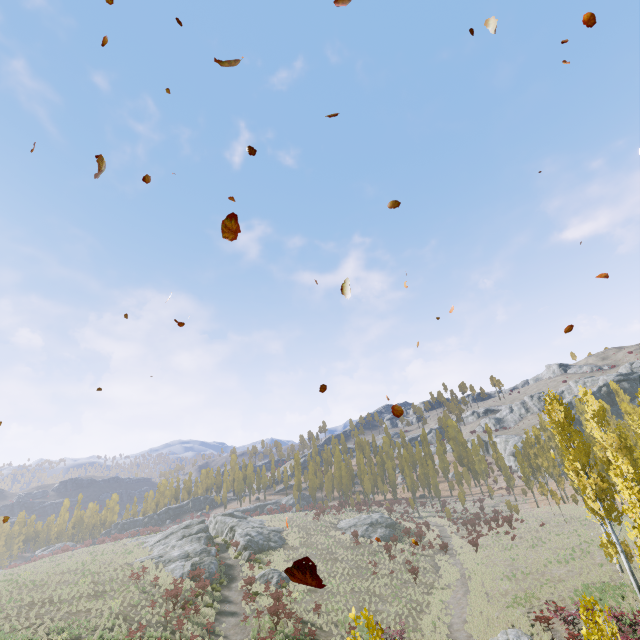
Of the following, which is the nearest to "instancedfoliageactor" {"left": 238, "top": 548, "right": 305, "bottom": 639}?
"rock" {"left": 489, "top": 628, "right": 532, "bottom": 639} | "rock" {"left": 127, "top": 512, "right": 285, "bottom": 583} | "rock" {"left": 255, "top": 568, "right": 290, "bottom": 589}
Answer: "rock" {"left": 489, "top": 628, "right": 532, "bottom": 639}

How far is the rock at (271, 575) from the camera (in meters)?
30.86

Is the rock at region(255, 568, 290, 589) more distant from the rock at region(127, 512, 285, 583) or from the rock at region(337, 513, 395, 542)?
the rock at region(337, 513, 395, 542)

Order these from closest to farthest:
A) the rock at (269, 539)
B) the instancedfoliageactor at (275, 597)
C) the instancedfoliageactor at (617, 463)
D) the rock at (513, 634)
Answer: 1. the instancedfoliageactor at (617, 463)
2. the rock at (513, 634)
3. the instancedfoliageactor at (275, 597)
4. the rock at (269, 539)

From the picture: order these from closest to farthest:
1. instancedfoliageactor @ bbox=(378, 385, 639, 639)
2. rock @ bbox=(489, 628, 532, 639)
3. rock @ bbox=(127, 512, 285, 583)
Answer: instancedfoliageactor @ bbox=(378, 385, 639, 639) → rock @ bbox=(489, 628, 532, 639) → rock @ bbox=(127, 512, 285, 583)

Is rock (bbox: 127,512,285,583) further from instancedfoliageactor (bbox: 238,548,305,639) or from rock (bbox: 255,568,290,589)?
instancedfoliageactor (bbox: 238,548,305,639)

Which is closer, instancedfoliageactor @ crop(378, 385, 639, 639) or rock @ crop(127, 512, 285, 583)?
instancedfoliageactor @ crop(378, 385, 639, 639)

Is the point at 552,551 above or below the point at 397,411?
below
